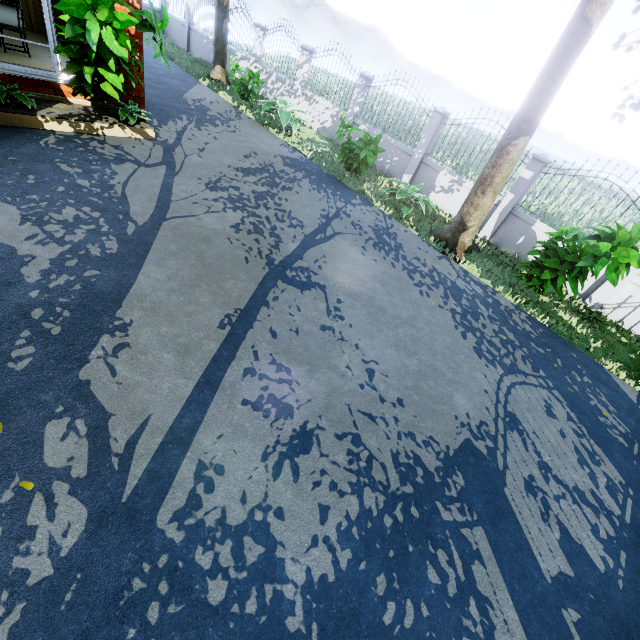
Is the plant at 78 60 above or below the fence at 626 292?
above

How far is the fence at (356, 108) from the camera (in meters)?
11.09

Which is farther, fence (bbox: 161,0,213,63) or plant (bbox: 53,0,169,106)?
fence (bbox: 161,0,213,63)

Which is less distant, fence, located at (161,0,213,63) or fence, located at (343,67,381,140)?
fence, located at (343,67,381,140)

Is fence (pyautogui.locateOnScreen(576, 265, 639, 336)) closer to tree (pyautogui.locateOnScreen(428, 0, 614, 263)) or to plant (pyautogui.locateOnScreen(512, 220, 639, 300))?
tree (pyautogui.locateOnScreen(428, 0, 614, 263))

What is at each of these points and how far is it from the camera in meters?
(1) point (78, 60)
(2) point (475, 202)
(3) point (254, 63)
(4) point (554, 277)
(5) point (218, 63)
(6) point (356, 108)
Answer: (1) plant, 5.7
(2) tree, 7.7
(3) fence, 14.6
(4) plant, 6.9
(5) tree, 14.1
(6) fence, 11.6

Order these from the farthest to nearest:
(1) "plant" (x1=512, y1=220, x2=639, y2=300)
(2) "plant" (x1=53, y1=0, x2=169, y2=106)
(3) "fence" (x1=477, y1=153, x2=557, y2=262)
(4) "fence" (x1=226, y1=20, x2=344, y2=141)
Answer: (4) "fence" (x1=226, y1=20, x2=344, y2=141) → (3) "fence" (x1=477, y1=153, x2=557, y2=262) → (1) "plant" (x1=512, y1=220, x2=639, y2=300) → (2) "plant" (x1=53, y1=0, x2=169, y2=106)

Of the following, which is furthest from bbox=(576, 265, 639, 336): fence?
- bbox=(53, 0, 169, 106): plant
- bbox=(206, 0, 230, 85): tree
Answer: bbox=(53, 0, 169, 106): plant
